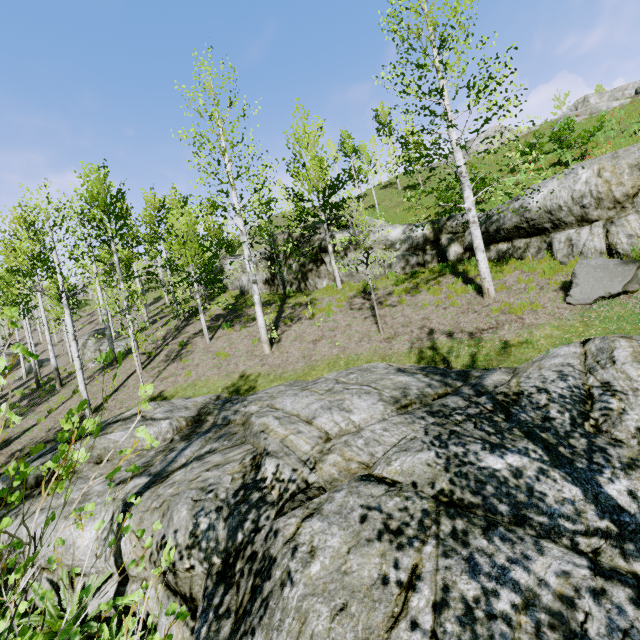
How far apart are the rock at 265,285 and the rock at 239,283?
2.83m

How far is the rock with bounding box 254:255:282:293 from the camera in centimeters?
1961cm

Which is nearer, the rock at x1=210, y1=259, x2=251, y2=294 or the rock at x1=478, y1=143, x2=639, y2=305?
the rock at x1=478, y1=143, x2=639, y2=305

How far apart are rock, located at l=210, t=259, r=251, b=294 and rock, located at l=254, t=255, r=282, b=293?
2.83m

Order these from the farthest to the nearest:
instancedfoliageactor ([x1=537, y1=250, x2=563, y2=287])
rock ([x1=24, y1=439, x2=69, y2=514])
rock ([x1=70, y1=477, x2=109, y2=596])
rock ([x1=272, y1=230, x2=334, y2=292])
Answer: rock ([x1=272, y1=230, x2=334, y2=292]) → instancedfoliageactor ([x1=537, y1=250, x2=563, y2=287]) → rock ([x1=24, y1=439, x2=69, y2=514]) → rock ([x1=70, y1=477, x2=109, y2=596])

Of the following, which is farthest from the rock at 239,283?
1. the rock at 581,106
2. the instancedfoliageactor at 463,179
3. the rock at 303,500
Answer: the rock at 581,106

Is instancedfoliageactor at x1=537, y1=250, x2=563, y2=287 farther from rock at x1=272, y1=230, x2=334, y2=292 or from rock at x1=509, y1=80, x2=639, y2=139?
rock at x1=509, y1=80, x2=639, y2=139

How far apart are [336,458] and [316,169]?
13.58m
